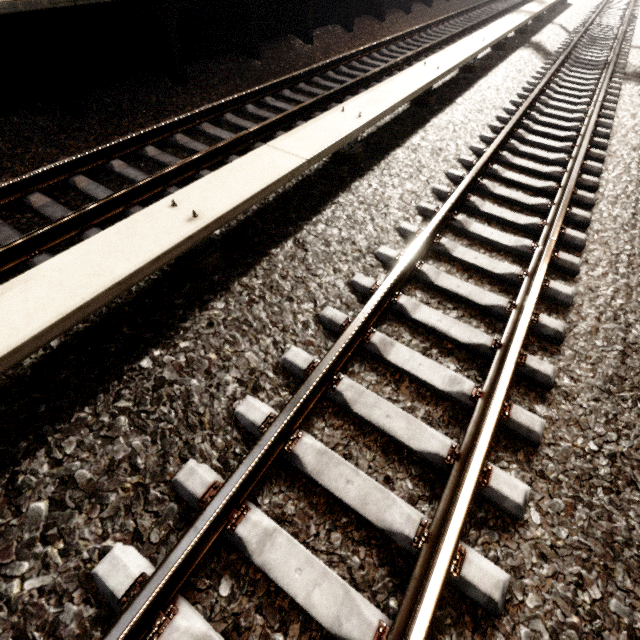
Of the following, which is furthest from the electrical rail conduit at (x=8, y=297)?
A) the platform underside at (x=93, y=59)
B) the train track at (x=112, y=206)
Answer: the platform underside at (x=93, y=59)

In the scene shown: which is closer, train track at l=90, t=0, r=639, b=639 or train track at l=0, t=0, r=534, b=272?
train track at l=90, t=0, r=639, b=639

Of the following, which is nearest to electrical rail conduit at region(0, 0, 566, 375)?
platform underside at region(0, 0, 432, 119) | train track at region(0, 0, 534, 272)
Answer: train track at region(0, 0, 534, 272)

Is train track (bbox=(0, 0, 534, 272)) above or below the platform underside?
below

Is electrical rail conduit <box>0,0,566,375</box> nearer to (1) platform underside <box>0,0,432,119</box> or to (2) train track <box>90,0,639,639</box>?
(2) train track <box>90,0,639,639</box>

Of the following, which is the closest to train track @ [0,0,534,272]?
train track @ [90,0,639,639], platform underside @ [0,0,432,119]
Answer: platform underside @ [0,0,432,119]

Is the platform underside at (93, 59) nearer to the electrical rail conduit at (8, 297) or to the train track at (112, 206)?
the train track at (112, 206)

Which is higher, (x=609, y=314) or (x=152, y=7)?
(x=152, y=7)
